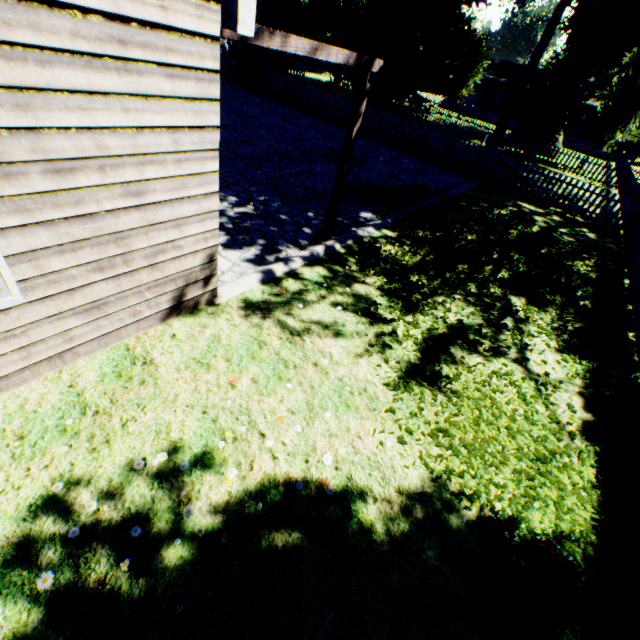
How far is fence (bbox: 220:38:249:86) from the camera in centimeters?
2059cm

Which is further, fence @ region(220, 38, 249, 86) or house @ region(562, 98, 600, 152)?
house @ region(562, 98, 600, 152)

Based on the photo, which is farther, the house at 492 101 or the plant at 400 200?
the house at 492 101

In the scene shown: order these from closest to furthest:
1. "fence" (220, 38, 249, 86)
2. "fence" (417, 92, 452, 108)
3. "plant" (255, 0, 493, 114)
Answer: "plant" (255, 0, 493, 114), "fence" (220, 38, 249, 86), "fence" (417, 92, 452, 108)

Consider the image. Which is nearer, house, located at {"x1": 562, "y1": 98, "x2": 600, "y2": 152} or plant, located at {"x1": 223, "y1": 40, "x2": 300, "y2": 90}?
plant, located at {"x1": 223, "y1": 40, "x2": 300, "y2": 90}

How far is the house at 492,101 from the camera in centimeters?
4175cm

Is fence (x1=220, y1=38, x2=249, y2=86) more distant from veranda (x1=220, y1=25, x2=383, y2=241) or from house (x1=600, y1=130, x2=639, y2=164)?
veranda (x1=220, y1=25, x2=383, y2=241)

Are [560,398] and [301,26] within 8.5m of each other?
no
